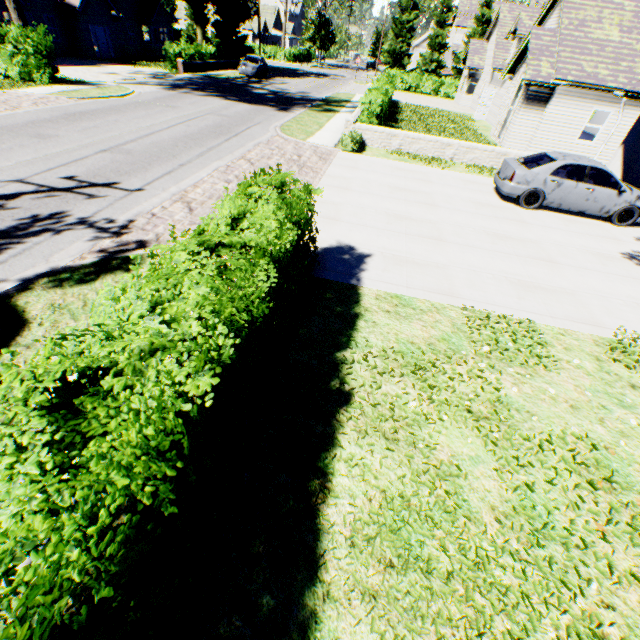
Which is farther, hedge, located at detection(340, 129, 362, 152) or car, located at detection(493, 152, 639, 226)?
hedge, located at detection(340, 129, 362, 152)

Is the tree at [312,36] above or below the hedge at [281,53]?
above

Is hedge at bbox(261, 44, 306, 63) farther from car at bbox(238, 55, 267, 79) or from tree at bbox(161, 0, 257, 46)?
car at bbox(238, 55, 267, 79)

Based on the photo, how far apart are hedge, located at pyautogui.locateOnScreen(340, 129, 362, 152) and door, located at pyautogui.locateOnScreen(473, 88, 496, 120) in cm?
1865

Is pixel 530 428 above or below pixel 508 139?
below

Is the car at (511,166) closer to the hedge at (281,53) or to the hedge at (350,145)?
the hedge at (350,145)

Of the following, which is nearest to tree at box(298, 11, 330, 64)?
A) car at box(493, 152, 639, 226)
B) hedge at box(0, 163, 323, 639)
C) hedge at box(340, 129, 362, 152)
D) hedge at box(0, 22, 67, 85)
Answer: hedge at box(0, 22, 67, 85)
